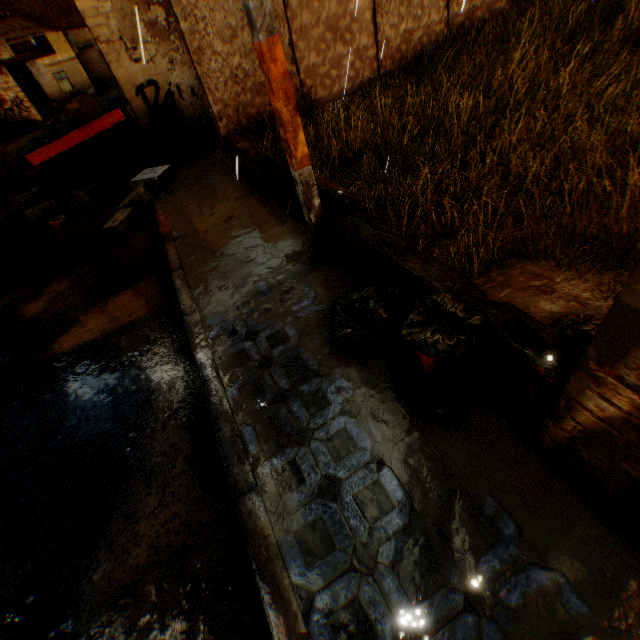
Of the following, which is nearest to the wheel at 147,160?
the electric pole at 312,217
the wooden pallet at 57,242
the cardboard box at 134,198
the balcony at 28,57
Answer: the cardboard box at 134,198

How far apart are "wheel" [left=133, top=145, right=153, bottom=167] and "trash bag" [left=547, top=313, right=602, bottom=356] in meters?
9.4

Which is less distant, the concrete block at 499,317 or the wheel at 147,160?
the concrete block at 499,317

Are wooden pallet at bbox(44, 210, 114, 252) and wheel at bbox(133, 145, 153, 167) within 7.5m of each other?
yes

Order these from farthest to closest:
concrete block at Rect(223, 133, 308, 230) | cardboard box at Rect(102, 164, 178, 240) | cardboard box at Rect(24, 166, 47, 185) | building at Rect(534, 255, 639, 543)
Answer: cardboard box at Rect(24, 166, 47, 185)
cardboard box at Rect(102, 164, 178, 240)
concrete block at Rect(223, 133, 308, 230)
building at Rect(534, 255, 639, 543)

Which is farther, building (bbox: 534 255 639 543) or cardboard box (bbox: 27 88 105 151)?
cardboard box (bbox: 27 88 105 151)

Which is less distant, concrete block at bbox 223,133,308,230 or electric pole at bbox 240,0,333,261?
electric pole at bbox 240,0,333,261

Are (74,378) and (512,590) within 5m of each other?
yes
